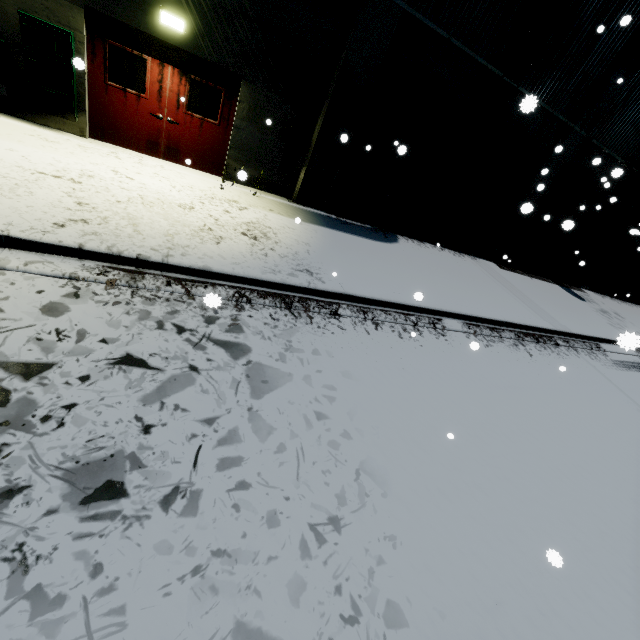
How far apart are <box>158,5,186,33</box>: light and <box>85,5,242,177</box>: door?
0.3m

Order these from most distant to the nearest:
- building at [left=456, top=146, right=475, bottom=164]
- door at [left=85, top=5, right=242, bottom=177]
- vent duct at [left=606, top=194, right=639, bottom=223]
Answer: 1. vent duct at [left=606, top=194, right=639, bottom=223]
2. building at [left=456, top=146, right=475, bottom=164]
3. door at [left=85, top=5, right=242, bottom=177]

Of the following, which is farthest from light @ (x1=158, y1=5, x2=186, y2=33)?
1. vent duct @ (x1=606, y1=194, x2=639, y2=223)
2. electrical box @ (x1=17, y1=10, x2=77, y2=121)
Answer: vent duct @ (x1=606, y1=194, x2=639, y2=223)

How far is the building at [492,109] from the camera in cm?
928

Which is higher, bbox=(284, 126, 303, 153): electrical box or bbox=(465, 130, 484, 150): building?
bbox=(465, 130, 484, 150): building

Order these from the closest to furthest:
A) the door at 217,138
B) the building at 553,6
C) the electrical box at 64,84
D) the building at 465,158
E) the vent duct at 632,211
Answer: the electrical box at 64,84
the door at 217,138
the building at 553,6
the building at 465,158
the vent duct at 632,211

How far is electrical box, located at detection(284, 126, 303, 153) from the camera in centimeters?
822cm

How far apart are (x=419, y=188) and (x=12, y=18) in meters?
10.1
